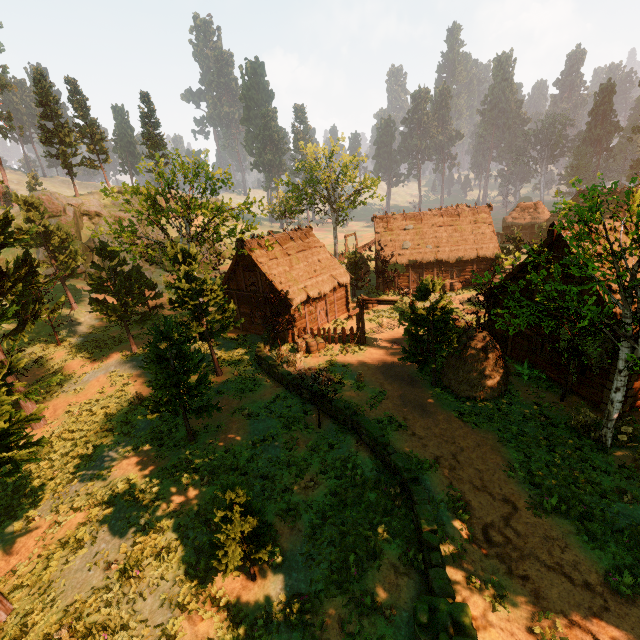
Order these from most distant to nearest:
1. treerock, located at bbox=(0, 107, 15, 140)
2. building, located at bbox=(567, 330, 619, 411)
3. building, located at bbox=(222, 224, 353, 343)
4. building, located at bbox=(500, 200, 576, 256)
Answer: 1. treerock, located at bbox=(0, 107, 15, 140)
2. building, located at bbox=(222, 224, 353, 343)
3. building, located at bbox=(500, 200, 576, 256)
4. building, located at bbox=(567, 330, 619, 411)

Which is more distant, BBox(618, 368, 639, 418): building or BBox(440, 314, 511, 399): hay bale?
BBox(440, 314, 511, 399): hay bale

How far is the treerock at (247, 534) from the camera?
8.38m

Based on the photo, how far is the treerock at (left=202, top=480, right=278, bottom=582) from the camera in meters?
8.4 m

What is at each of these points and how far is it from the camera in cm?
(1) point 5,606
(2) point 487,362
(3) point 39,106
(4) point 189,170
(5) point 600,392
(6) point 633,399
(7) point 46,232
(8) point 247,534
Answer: (1) treerock, 948
(2) hay bale, 1623
(3) treerock, 4550
(4) treerock, 1894
(5) building, 1464
(6) building, 1420
(7) treerock, 3180
(8) treerock, 904

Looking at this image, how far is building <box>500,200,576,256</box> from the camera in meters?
15.0 m

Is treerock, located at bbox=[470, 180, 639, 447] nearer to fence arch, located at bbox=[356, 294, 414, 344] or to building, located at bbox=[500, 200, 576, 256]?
A: building, located at bbox=[500, 200, 576, 256]

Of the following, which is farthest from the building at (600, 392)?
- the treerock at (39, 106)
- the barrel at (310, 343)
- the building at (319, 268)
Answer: the barrel at (310, 343)
